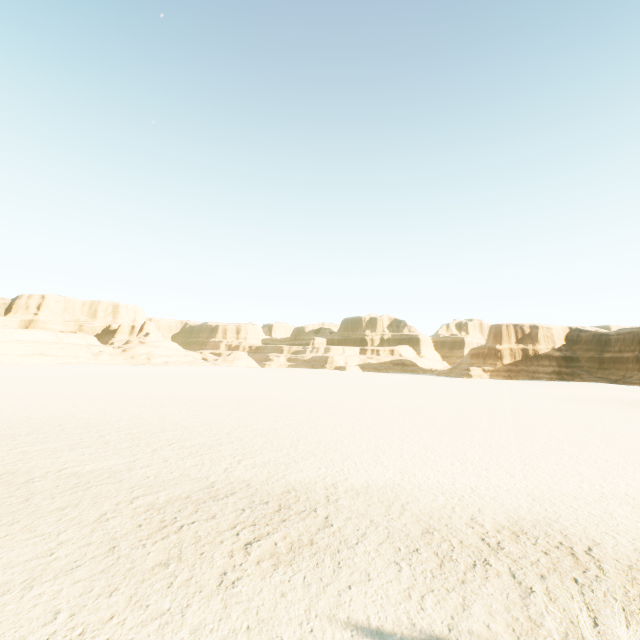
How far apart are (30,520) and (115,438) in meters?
7.2 m
